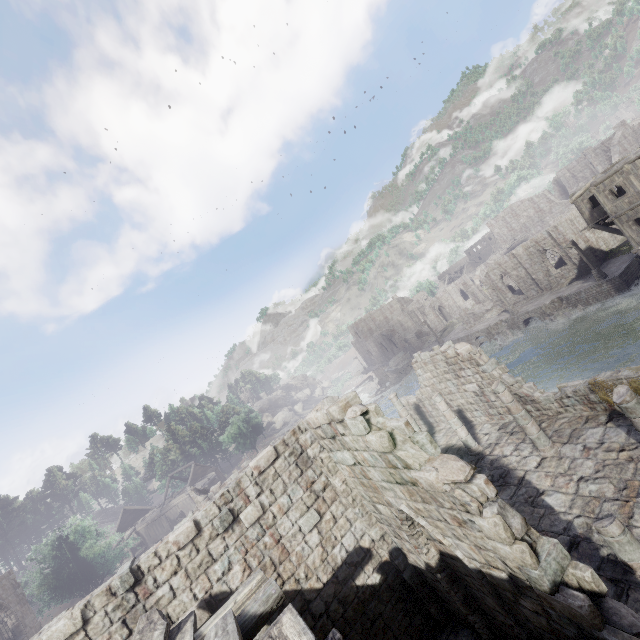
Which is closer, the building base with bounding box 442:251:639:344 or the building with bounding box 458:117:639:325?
the building with bounding box 458:117:639:325

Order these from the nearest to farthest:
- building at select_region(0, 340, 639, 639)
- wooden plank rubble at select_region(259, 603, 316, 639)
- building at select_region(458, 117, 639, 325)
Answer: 1. wooden plank rubble at select_region(259, 603, 316, 639)
2. building at select_region(0, 340, 639, 639)
3. building at select_region(458, 117, 639, 325)

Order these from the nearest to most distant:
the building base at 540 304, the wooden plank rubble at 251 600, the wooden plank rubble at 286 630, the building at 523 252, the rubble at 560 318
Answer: the wooden plank rubble at 286 630 < the wooden plank rubble at 251 600 < the building at 523 252 < the building base at 540 304 < the rubble at 560 318

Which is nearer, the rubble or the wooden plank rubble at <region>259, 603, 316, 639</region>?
the wooden plank rubble at <region>259, 603, 316, 639</region>

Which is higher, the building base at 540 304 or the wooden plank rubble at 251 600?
the wooden plank rubble at 251 600

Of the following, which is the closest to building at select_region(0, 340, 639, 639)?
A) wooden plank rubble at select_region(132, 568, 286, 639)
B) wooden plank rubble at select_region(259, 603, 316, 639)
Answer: wooden plank rubble at select_region(259, 603, 316, 639)

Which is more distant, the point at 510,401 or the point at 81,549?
the point at 81,549

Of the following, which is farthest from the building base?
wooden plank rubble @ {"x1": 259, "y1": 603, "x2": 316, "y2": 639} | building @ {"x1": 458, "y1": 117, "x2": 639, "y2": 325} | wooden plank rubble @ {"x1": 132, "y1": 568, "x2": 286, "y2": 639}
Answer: wooden plank rubble @ {"x1": 259, "y1": 603, "x2": 316, "y2": 639}
